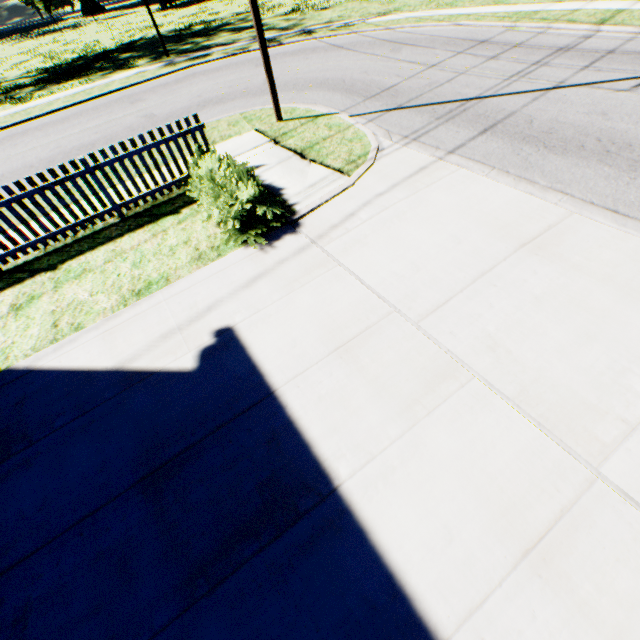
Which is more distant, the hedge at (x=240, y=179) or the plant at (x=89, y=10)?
the plant at (x=89, y=10)

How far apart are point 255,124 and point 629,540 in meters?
10.7

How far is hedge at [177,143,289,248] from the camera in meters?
5.5 m

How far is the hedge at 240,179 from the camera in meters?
5.5 m

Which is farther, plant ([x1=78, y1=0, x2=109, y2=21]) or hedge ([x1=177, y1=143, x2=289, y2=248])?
plant ([x1=78, y1=0, x2=109, y2=21])
